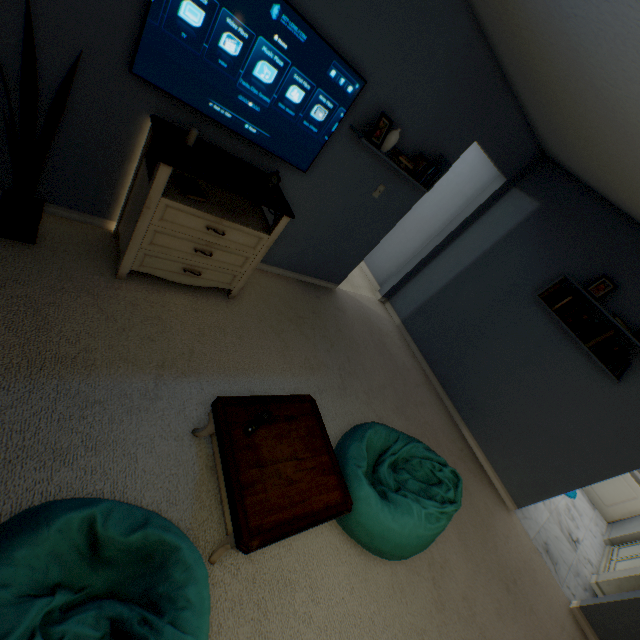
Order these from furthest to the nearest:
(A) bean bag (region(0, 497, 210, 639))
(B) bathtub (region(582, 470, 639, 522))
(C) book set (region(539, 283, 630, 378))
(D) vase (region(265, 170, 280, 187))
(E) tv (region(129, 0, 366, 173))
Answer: (B) bathtub (region(582, 470, 639, 522)), (C) book set (region(539, 283, 630, 378)), (D) vase (region(265, 170, 280, 187)), (E) tv (region(129, 0, 366, 173)), (A) bean bag (region(0, 497, 210, 639))

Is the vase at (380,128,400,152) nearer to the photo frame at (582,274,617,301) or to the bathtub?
the photo frame at (582,274,617,301)

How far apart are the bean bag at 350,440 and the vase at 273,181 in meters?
1.8

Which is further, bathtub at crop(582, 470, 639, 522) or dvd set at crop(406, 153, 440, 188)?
bathtub at crop(582, 470, 639, 522)

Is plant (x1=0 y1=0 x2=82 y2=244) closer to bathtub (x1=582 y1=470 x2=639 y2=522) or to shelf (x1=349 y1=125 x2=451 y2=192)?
shelf (x1=349 y1=125 x2=451 y2=192)

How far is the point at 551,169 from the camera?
3.4 meters

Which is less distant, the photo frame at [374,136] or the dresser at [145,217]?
the dresser at [145,217]

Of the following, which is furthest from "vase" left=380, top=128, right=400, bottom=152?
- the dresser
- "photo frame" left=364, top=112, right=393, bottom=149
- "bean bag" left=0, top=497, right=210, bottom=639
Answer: "bean bag" left=0, top=497, right=210, bottom=639
